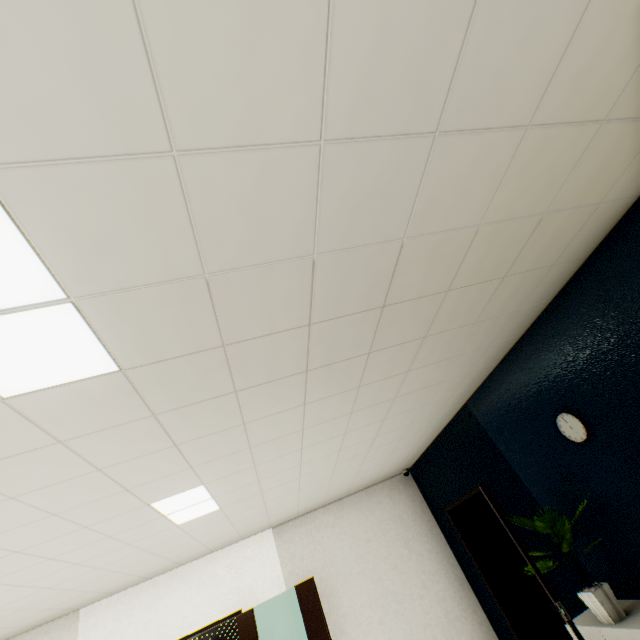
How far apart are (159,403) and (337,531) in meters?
5.3 m

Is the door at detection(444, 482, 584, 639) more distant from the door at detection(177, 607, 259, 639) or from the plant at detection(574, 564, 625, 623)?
the door at detection(177, 607, 259, 639)

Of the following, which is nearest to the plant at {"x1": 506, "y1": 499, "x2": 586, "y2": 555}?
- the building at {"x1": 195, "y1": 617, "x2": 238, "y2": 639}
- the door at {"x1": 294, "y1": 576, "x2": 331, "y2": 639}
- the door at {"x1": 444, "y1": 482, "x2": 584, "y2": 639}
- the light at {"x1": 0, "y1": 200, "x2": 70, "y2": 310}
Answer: the door at {"x1": 444, "y1": 482, "x2": 584, "y2": 639}

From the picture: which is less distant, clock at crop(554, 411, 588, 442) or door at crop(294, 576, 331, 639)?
clock at crop(554, 411, 588, 442)

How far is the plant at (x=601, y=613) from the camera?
2.67m

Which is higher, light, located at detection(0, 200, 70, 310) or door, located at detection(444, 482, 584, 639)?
light, located at detection(0, 200, 70, 310)

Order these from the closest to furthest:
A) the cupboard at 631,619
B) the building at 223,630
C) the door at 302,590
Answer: the cupboard at 631,619 → the door at 302,590 → the building at 223,630

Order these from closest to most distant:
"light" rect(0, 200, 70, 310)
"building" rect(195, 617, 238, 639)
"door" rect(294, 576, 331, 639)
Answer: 1. "light" rect(0, 200, 70, 310)
2. "door" rect(294, 576, 331, 639)
3. "building" rect(195, 617, 238, 639)
